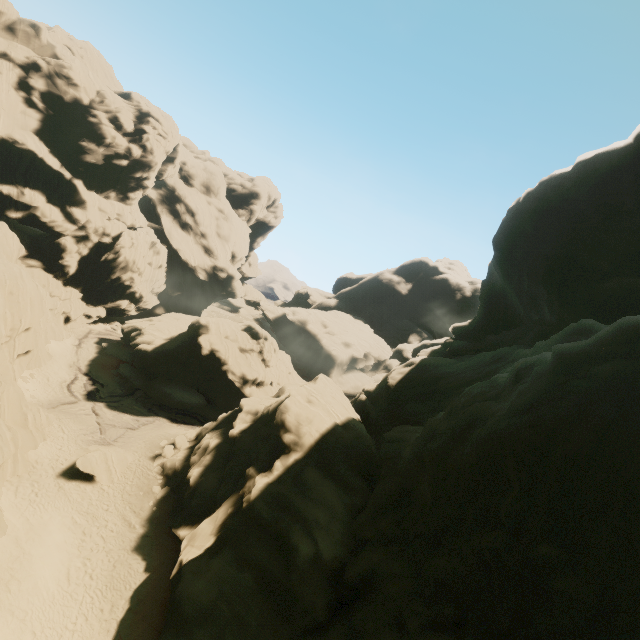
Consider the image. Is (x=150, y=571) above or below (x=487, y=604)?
below

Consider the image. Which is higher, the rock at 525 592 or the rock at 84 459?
the rock at 525 592

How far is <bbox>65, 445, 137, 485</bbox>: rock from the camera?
24.9 meters

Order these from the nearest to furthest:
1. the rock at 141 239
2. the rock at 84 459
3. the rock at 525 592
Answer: the rock at 525 592, the rock at 84 459, the rock at 141 239

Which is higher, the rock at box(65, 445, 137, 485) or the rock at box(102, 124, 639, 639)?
the rock at box(102, 124, 639, 639)

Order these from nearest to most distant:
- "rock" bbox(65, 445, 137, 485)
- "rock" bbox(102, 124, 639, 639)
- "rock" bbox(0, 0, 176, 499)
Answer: "rock" bbox(102, 124, 639, 639), "rock" bbox(65, 445, 137, 485), "rock" bbox(0, 0, 176, 499)

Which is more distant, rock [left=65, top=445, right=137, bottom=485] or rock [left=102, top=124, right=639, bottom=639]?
rock [left=65, top=445, right=137, bottom=485]
